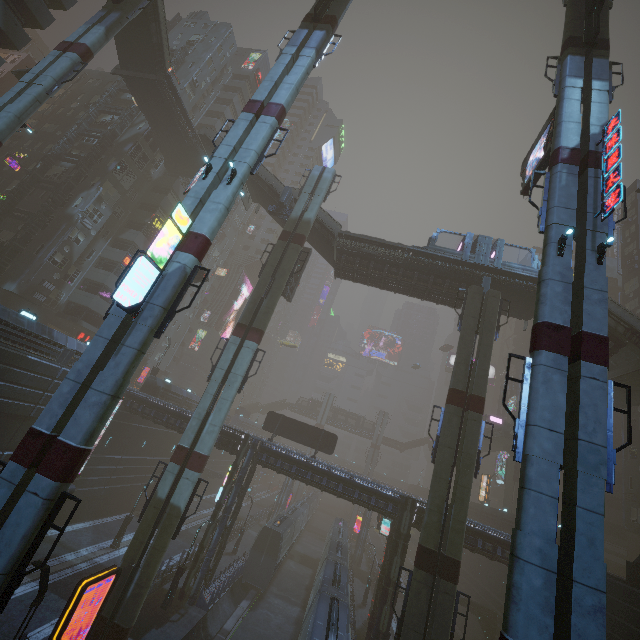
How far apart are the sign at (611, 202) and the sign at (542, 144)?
3.7m

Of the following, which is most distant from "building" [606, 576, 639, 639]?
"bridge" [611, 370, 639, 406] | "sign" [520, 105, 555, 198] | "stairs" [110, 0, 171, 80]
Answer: "sign" [520, 105, 555, 198]

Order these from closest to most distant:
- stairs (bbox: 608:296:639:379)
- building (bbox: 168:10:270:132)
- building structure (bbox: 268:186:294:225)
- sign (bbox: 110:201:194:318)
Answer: sign (bbox: 110:201:194:318), stairs (bbox: 608:296:639:379), building structure (bbox: 268:186:294:225), building (bbox: 168:10:270:132)

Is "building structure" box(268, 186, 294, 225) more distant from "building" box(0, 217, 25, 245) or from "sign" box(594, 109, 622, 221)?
"sign" box(594, 109, 622, 221)

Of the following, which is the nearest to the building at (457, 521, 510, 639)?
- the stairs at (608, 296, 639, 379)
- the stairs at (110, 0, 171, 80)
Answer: the stairs at (110, 0, 171, 80)

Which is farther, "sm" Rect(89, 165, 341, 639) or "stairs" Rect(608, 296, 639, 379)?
"stairs" Rect(608, 296, 639, 379)

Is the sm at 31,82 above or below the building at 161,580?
above

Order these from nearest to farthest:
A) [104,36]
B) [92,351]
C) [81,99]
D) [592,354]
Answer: [592,354], [92,351], [104,36], [81,99]
